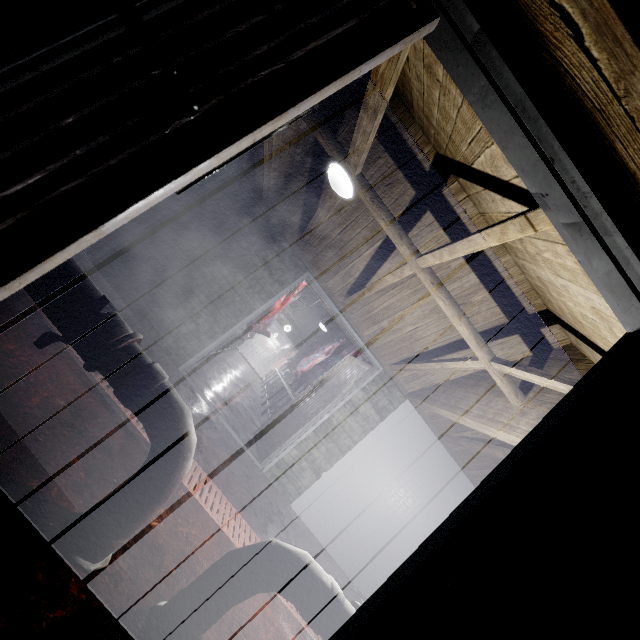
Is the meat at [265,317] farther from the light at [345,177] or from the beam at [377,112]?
the light at [345,177]

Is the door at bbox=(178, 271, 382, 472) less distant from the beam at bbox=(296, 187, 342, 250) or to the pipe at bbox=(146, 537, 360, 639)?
the beam at bbox=(296, 187, 342, 250)

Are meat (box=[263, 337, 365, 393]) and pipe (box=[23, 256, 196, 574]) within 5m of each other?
no

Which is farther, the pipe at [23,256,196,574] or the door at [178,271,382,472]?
the door at [178,271,382,472]

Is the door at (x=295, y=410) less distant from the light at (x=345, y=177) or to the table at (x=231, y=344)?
the table at (x=231, y=344)

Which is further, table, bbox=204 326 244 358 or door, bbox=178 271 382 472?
table, bbox=204 326 244 358

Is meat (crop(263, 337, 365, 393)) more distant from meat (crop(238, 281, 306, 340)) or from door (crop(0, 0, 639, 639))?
door (crop(0, 0, 639, 639))

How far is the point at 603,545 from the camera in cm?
90
